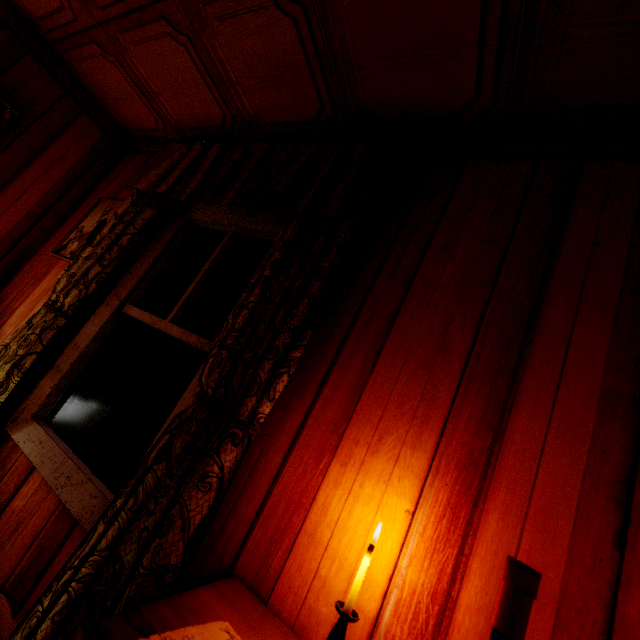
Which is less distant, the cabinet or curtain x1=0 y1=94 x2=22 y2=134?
the cabinet

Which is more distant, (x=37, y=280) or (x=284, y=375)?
(x=37, y=280)

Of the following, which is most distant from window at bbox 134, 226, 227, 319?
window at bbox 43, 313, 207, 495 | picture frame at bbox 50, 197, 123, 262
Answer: picture frame at bbox 50, 197, 123, 262

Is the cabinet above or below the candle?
below

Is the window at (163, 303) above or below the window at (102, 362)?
above

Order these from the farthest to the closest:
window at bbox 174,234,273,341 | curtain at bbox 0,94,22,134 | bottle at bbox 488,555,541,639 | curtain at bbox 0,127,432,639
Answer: curtain at bbox 0,94,22,134 < window at bbox 174,234,273,341 < curtain at bbox 0,127,432,639 < bottle at bbox 488,555,541,639

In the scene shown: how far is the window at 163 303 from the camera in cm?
189

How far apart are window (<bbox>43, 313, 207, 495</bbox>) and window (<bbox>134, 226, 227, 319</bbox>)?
0.1 meters
